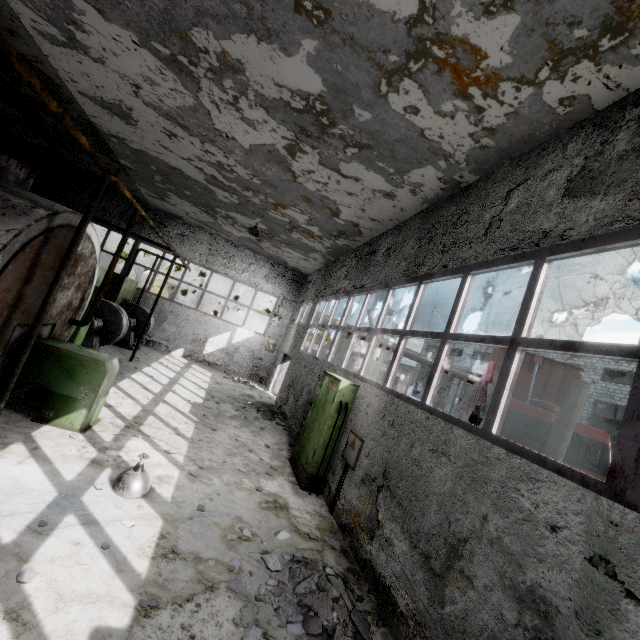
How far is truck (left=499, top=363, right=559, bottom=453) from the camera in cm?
927

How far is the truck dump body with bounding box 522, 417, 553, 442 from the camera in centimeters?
1229cm

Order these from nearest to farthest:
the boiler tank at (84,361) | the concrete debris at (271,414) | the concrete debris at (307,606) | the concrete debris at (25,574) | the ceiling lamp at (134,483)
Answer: the concrete debris at (25,574)
the concrete debris at (307,606)
the ceiling lamp at (134,483)
the boiler tank at (84,361)
the concrete debris at (271,414)

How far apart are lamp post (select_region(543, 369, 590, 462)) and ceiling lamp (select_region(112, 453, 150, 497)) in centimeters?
879cm

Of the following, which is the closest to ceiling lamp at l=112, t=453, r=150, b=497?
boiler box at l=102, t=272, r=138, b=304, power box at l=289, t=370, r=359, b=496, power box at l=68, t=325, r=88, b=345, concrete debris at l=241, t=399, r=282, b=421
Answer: power box at l=289, t=370, r=359, b=496

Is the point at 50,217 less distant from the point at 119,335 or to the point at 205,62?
the point at 205,62

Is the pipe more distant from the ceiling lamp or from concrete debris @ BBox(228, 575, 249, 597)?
concrete debris @ BBox(228, 575, 249, 597)

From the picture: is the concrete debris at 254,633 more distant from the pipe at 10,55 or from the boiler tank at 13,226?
the pipe at 10,55
